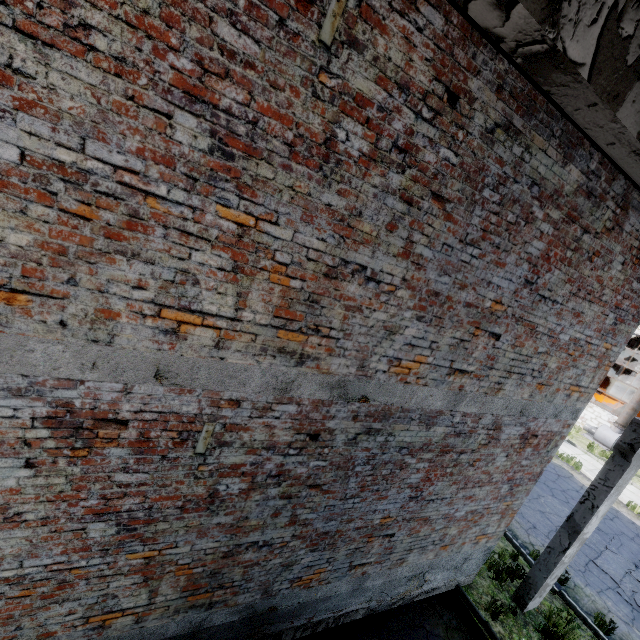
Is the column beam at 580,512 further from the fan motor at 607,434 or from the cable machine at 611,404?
the cable machine at 611,404

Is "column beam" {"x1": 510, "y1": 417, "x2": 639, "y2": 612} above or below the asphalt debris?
above

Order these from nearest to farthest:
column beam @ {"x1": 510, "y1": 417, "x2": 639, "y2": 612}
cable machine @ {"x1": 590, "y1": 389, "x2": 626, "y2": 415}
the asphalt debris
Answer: column beam @ {"x1": 510, "y1": 417, "x2": 639, "y2": 612} < the asphalt debris < cable machine @ {"x1": 590, "y1": 389, "x2": 626, "y2": 415}

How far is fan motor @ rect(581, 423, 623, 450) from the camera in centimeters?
1891cm

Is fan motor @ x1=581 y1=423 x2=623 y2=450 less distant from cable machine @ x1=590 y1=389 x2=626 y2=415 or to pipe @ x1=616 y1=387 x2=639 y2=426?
pipe @ x1=616 y1=387 x2=639 y2=426

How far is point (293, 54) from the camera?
2.15m

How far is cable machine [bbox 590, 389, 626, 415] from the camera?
22.17m

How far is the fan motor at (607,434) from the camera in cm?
1891
